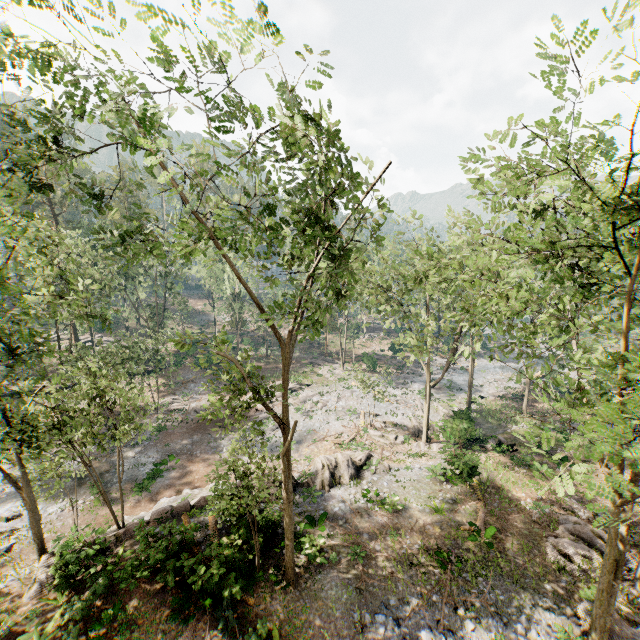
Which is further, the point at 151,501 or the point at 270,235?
the point at 151,501

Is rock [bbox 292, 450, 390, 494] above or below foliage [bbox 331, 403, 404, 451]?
above

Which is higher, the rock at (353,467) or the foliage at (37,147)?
the foliage at (37,147)

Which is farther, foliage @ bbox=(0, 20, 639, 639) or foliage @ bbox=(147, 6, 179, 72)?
foliage @ bbox=(0, 20, 639, 639)

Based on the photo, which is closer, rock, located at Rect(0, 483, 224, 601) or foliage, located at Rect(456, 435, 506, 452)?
rock, located at Rect(0, 483, 224, 601)

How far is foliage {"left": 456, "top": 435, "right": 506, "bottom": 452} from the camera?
25.6 meters

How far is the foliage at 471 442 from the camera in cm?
2564
